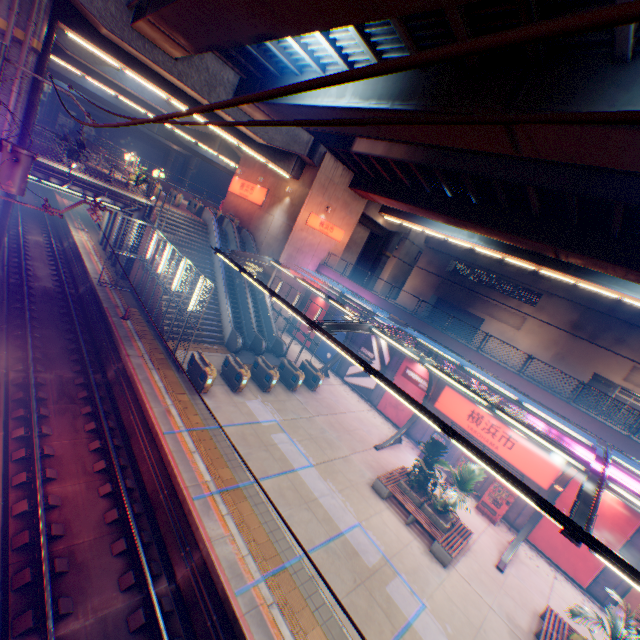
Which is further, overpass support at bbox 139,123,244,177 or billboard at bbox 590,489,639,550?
overpass support at bbox 139,123,244,177

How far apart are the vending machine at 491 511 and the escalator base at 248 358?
13.8m

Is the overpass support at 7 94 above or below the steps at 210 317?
above

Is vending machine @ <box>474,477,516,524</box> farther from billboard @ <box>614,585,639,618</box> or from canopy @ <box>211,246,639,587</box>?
billboard @ <box>614,585,639,618</box>

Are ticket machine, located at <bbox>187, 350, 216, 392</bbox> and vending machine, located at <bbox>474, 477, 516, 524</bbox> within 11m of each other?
no

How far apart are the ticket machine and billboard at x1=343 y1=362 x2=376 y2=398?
11.90m

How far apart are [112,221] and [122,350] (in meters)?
17.32

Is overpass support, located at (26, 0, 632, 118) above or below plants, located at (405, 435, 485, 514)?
above
